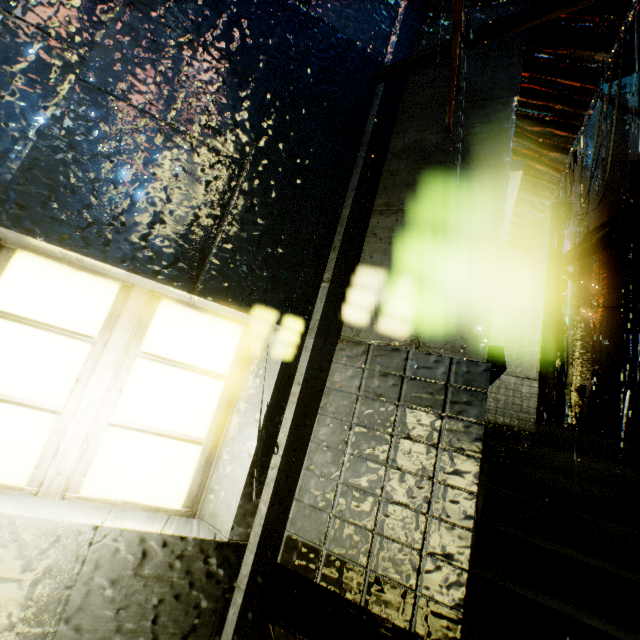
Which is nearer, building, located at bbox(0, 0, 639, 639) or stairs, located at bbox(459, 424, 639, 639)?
building, located at bbox(0, 0, 639, 639)

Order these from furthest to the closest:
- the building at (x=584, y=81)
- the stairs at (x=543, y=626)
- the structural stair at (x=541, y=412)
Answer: the structural stair at (x=541, y=412) → the stairs at (x=543, y=626) → the building at (x=584, y=81)

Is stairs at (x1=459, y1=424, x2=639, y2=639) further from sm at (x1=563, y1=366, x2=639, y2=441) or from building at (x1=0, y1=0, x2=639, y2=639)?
sm at (x1=563, y1=366, x2=639, y2=441)

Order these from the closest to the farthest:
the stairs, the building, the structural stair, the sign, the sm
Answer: the building → the stairs → the structural stair → the sm → the sign

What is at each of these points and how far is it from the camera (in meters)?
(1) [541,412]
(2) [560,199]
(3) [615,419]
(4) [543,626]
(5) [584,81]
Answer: (1) structural stair, 10.62
(2) sign, 14.67
(3) sm, 8.96
(4) stairs, 2.76
(5) building, 2.47

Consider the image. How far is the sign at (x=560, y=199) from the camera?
14.7m

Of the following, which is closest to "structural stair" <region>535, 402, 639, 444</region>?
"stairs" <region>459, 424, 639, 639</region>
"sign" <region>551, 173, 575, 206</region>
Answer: "stairs" <region>459, 424, 639, 639</region>

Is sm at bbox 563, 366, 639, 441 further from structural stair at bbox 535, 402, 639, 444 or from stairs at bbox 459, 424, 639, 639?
stairs at bbox 459, 424, 639, 639
